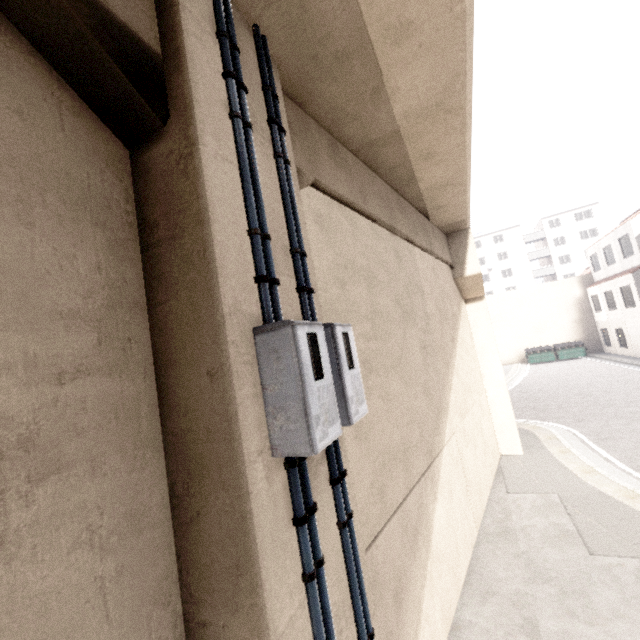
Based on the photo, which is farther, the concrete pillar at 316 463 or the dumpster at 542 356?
the dumpster at 542 356

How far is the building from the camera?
49.0m

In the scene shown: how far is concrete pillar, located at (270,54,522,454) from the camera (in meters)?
3.52

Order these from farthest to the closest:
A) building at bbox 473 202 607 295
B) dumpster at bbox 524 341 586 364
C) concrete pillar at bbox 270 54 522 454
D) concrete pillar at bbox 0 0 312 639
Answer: building at bbox 473 202 607 295
dumpster at bbox 524 341 586 364
concrete pillar at bbox 270 54 522 454
concrete pillar at bbox 0 0 312 639

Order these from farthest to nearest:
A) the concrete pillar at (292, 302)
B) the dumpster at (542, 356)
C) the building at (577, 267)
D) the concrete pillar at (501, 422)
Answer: the building at (577, 267) → the dumpster at (542, 356) → the concrete pillar at (501, 422) → the concrete pillar at (292, 302)

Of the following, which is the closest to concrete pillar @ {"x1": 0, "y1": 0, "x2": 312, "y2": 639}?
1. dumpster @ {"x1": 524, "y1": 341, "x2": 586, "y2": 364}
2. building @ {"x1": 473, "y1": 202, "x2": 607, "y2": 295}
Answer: building @ {"x1": 473, "y1": 202, "x2": 607, "y2": 295}

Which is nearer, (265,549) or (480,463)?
(265,549)
